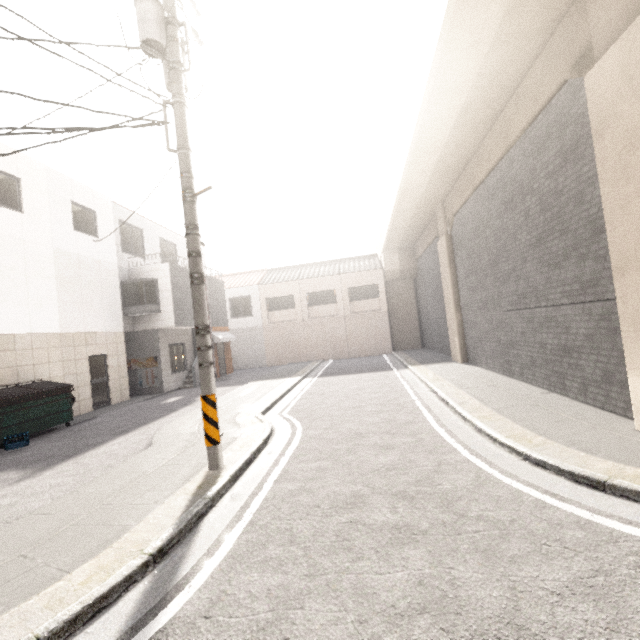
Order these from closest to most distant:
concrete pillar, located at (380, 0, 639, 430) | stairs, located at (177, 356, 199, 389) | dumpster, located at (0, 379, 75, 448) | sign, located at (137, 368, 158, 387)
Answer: concrete pillar, located at (380, 0, 639, 430) → dumpster, located at (0, 379, 75, 448) → sign, located at (137, 368, 158, 387) → stairs, located at (177, 356, 199, 389)

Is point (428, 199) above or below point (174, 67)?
above

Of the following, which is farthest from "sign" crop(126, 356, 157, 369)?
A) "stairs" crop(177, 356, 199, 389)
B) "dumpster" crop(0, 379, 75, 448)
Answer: "dumpster" crop(0, 379, 75, 448)

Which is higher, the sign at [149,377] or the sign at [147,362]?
the sign at [147,362]

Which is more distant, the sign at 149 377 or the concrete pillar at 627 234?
the sign at 149 377

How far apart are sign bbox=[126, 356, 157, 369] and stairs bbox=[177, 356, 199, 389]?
1.4 meters

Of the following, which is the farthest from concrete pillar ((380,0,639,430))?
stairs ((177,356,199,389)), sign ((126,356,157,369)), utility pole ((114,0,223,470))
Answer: sign ((126,356,157,369))
